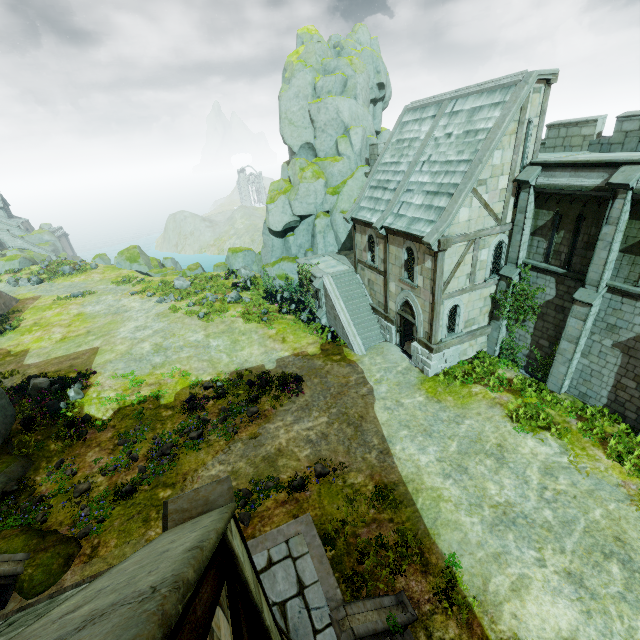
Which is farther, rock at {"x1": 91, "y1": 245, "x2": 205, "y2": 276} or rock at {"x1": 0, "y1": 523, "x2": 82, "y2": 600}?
rock at {"x1": 91, "y1": 245, "x2": 205, "y2": 276}

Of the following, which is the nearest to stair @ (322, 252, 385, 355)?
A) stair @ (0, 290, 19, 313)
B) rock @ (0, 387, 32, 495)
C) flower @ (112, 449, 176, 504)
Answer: flower @ (112, 449, 176, 504)

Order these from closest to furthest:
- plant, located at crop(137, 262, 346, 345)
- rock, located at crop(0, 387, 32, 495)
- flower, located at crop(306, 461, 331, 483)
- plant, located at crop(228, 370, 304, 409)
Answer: flower, located at crop(306, 461, 331, 483) < rock, located at crop(0, 387, 32, 495) < plant, located at crop(228, 370, 304, 409) < plant, located at crop(137, 262, 346, 345)

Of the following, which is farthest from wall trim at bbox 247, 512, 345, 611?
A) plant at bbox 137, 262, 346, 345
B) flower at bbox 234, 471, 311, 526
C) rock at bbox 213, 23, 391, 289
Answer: rock at bbox 213, 23, 391, 289

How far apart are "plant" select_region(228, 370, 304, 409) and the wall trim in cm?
799

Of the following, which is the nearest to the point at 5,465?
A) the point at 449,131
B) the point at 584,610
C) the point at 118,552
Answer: the point at 118,552

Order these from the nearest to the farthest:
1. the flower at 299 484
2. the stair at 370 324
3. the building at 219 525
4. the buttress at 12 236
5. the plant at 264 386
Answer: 1. the building at 219 525
2. the flower at 299 484
3. the plant at 264 386
4. the stair at 370 324
5. the buttress at 12 236

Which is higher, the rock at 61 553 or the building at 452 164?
the building at 452 164
